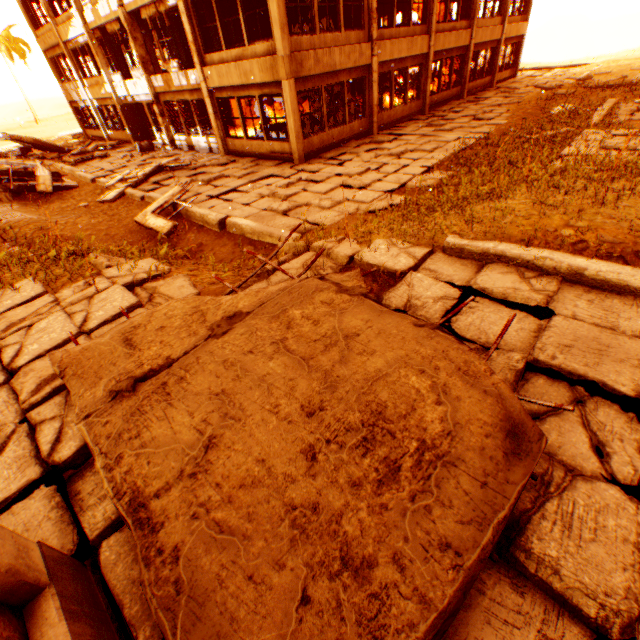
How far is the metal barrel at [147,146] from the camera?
17.8 meters

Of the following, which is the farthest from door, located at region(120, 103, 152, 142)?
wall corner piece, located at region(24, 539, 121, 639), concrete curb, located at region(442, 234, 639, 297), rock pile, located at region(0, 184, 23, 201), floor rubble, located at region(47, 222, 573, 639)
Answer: wall corner piece, located at region(24, 539, 121, 639)

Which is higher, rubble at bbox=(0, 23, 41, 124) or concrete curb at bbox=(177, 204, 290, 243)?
rubble at bbox=(0, 23, 41, 124)

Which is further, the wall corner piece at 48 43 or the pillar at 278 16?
the wall corner piece at 48 43

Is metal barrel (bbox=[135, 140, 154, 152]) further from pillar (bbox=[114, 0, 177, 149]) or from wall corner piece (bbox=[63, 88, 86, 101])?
wall corner piece (bbox=[63, 88, 86, 101])

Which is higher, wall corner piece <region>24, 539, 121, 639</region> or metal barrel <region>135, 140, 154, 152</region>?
wall corner piece <region>24, 539, 121, 639</region>

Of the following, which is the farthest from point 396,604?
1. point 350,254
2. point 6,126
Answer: point 6,126

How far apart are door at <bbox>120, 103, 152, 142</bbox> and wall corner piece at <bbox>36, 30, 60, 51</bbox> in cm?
739
